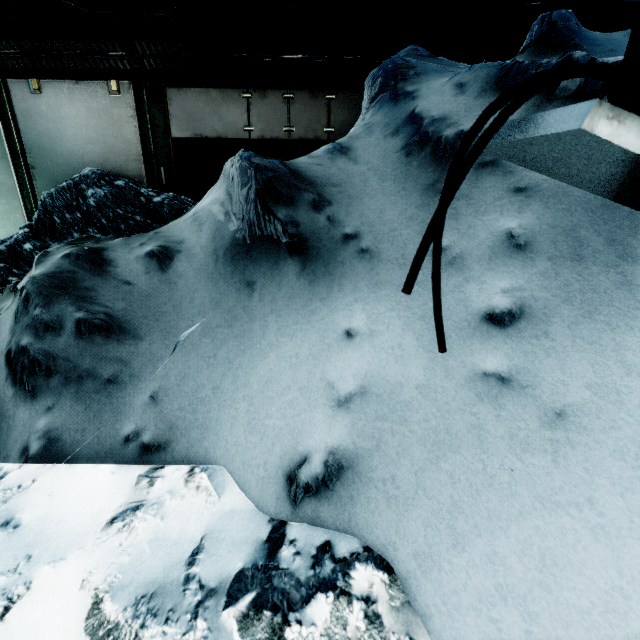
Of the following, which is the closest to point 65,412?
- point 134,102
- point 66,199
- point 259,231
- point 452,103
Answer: point 259,231

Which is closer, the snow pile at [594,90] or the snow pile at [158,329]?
the snow pile at [158,329]

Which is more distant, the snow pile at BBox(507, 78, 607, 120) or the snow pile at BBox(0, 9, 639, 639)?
the snow pile at BBox(507, 78, 607, 120)

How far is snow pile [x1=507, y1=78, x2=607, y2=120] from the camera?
1.3m

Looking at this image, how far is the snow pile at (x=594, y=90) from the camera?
1.3m

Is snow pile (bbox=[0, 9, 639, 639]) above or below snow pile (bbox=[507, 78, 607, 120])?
below
